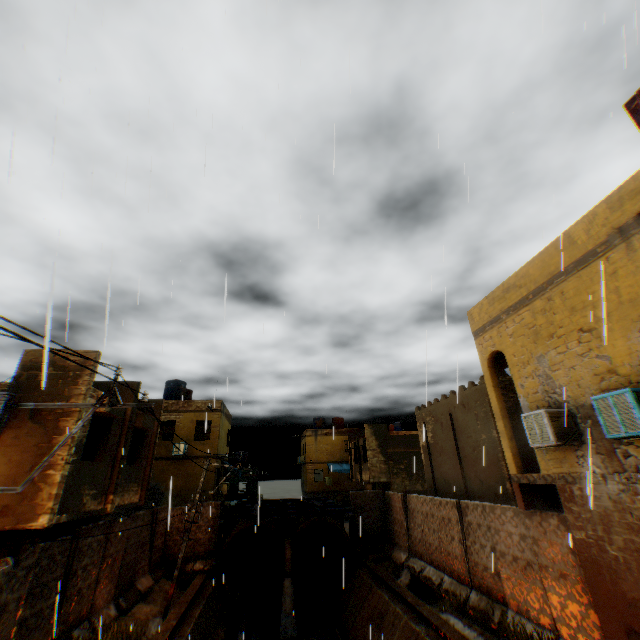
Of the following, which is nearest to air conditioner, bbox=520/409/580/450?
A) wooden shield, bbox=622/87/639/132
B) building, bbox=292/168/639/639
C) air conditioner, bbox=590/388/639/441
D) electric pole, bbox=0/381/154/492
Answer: building, bbox=292/168/639/639

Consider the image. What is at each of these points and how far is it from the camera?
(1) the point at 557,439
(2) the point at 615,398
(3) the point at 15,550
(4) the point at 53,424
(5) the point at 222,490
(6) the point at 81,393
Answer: (1) air conditioner, 7.54m
(2) air conditioner, 6.17m
(3) building, 9.24m
(4) building, 9.45m
(5) building, 23.73m
(6) building, 9.92m

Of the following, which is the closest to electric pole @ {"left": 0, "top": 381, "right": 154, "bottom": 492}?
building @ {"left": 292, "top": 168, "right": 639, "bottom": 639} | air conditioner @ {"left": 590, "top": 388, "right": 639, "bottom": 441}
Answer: building @ {"left": 292, "top": 168, "right": 639, "bottom": 639}

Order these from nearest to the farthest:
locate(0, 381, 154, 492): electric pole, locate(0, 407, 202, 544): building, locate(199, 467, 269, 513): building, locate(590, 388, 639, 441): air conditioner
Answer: locate(0, 381, 154, 492): electric pole, locate(590, 388, 639, 441): air conditioner, locate(0, 407, 202, 544): building, locate(199, 467, 269, 513): building

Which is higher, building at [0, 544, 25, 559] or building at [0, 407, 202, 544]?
building at [0, 407, 202, 544]

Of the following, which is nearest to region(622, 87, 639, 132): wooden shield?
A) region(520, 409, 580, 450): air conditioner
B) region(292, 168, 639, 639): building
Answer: region(292, 168, 639, 639): building

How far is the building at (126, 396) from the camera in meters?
13.5

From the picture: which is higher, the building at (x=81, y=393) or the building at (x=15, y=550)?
the building at (x=81, y=393)
